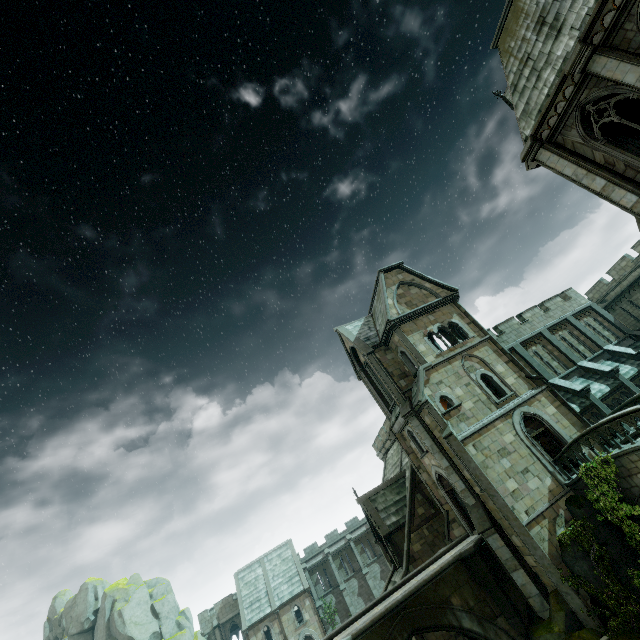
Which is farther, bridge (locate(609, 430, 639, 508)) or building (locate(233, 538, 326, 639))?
building (locate(233, 538, 326, 639))

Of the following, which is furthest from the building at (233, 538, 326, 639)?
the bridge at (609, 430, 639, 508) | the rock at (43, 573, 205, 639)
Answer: the rock at (43, 573, 205, 639)

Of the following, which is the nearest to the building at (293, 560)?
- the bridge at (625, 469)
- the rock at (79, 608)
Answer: the bridge at (625, 469)

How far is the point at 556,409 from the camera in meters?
19.4 m

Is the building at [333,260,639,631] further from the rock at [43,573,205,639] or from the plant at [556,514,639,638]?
the rock at [43,573,205,639]

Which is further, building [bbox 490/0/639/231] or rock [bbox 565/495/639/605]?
rock [bbox 565/495/639/605]

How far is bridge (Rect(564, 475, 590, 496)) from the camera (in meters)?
15.81

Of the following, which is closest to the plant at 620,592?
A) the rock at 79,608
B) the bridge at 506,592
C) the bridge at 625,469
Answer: the bridge at 625,469
